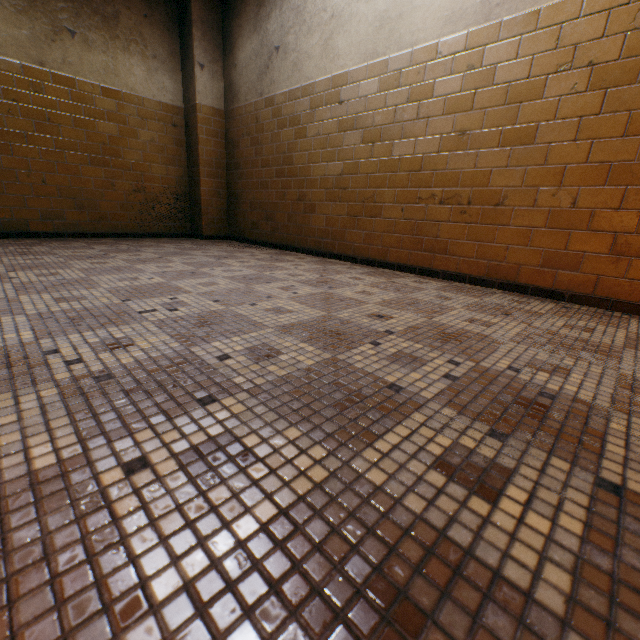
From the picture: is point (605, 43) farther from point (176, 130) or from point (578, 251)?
point (176, 130)
